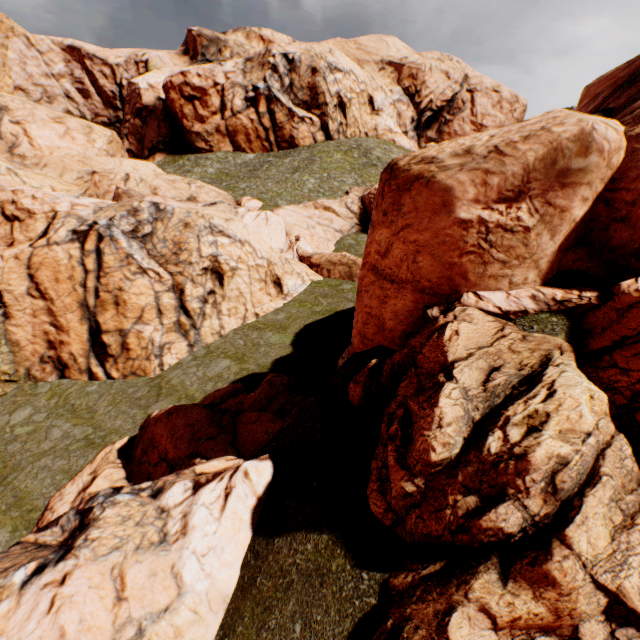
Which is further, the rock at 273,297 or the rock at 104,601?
the rock at 104,601

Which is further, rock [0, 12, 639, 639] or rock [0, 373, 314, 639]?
rock [0, 373, 314, 639]

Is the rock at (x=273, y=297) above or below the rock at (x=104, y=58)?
below

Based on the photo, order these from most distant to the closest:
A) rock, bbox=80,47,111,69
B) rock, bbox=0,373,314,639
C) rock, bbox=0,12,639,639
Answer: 1. rock, bbox=80,47,111,69
2. rock, bbox=0,373,314,639
3. rock, bbox=0,12,639,639

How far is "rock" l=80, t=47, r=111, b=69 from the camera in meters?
59.4

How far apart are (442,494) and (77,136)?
54.54m

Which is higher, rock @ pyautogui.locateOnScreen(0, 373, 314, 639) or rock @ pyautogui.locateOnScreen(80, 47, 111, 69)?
rock @ pyautogui.locateOnScreen(80, 47, 111, 69)

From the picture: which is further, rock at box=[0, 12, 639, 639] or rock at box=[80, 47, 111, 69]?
rock at box=[80, 47, 111, 69]
